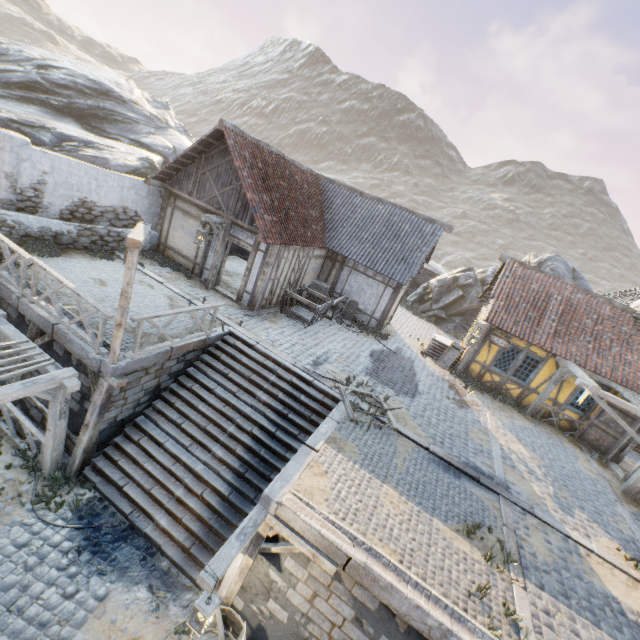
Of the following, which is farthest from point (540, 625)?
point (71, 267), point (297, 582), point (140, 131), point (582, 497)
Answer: point (140, 131)

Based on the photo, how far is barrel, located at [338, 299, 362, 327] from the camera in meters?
15.6

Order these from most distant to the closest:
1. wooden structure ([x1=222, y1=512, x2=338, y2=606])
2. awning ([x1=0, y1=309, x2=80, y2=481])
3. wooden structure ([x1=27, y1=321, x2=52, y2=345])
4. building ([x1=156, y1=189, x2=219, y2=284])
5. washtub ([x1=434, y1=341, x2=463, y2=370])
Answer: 1. washtub ([x1=434, y1=341, x2=463, y2=370])
2. building ([x1=156, y1=189, x2=219, y2=284])
3. wooden structure ([x1=27, y1=321, x2=52, y2=345])
4. awning ([x1=0, y1=309, x2=80, y2=481])
5. wooden structure ([x1=222, y1=512, x2=338, y2=606])

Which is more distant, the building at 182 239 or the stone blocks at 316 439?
the building at 182 239

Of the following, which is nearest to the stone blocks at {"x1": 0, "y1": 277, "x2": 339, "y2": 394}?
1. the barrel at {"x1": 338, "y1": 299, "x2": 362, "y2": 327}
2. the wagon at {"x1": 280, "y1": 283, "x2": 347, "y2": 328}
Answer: the wagon at {"x1": 280, "y1": 283, "x2": 347, "y2": 328}

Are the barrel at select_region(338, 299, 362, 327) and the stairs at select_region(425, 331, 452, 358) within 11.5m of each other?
yes

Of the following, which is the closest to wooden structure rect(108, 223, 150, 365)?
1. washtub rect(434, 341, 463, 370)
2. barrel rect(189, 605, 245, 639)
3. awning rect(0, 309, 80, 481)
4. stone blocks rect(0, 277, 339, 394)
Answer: stone blocks rect(0, 277, 339, 394)

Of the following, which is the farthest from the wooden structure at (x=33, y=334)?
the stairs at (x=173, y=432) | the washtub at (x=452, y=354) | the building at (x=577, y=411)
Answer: the building at (x=577, y=411)
